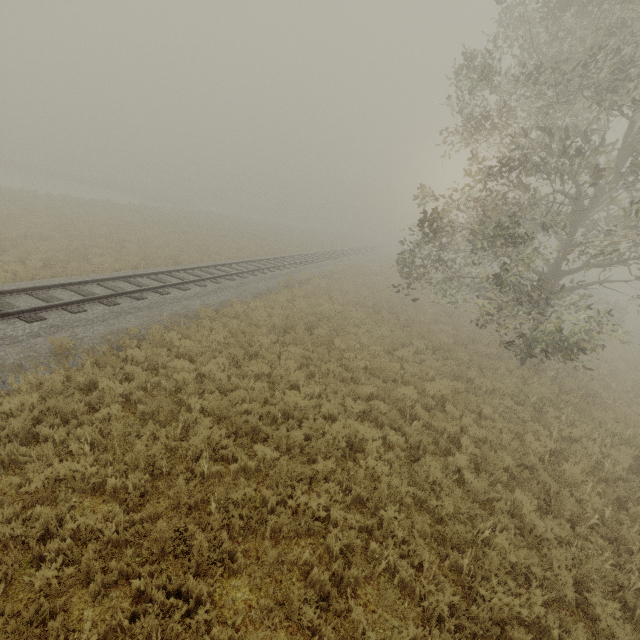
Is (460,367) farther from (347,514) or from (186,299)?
(186,299)
